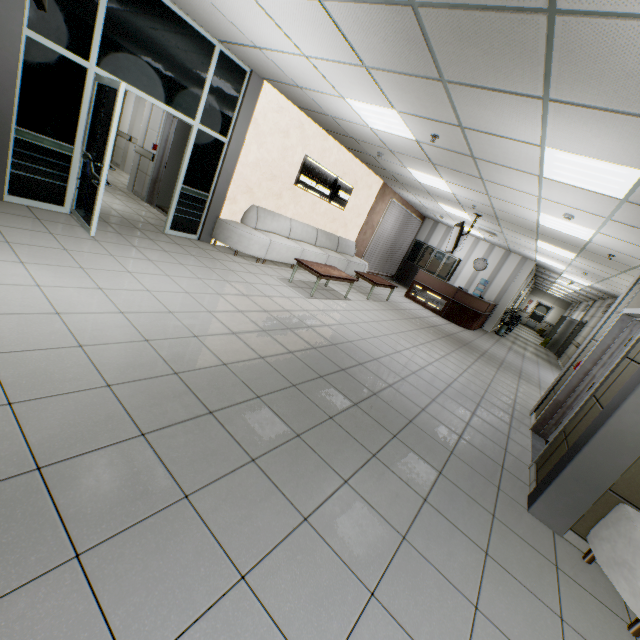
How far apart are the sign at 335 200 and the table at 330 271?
2.1 meters

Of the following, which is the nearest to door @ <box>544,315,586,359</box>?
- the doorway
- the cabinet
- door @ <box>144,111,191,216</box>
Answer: the cabinet

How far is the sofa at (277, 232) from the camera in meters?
6.8

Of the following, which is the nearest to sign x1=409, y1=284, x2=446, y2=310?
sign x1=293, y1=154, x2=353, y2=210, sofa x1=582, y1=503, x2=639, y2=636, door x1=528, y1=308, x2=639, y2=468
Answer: sign x1=293, y1=154, x2=353, y2=210

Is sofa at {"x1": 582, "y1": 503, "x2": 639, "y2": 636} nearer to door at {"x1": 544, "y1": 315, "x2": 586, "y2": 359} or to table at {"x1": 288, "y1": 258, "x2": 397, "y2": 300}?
table at {"x1": 288, "y1": 258, "x2": 397, "y2": 300}

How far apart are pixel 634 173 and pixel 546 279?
16.5 meters

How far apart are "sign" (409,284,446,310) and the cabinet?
2.81m

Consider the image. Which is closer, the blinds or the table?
the table
